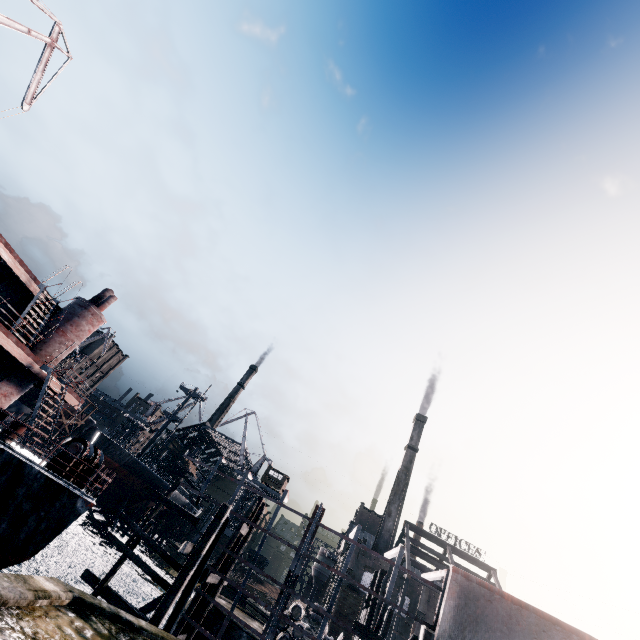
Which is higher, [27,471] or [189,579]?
[27,471]

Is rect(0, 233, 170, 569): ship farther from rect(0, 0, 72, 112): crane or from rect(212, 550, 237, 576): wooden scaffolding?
rect(0, 0, 72, 112): crane

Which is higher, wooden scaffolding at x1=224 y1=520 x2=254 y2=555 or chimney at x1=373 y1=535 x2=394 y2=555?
chimney at x1=373 y1=535 x2=394 y2=555

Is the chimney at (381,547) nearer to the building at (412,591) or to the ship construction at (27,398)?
the building at (412,591)

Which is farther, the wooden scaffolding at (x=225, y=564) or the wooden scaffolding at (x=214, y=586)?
the wooden scaffolding at (x=225, y=564)

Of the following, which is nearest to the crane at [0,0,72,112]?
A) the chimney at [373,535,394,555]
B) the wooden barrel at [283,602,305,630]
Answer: the wooden barrel at [283,602,305,630]

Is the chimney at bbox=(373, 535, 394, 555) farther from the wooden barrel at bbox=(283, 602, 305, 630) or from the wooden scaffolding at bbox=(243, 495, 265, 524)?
the wooden scaffolding at bbox=(243, 495, 265, 524)

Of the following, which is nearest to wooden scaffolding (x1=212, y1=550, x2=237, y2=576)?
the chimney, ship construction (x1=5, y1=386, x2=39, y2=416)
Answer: the chimney
